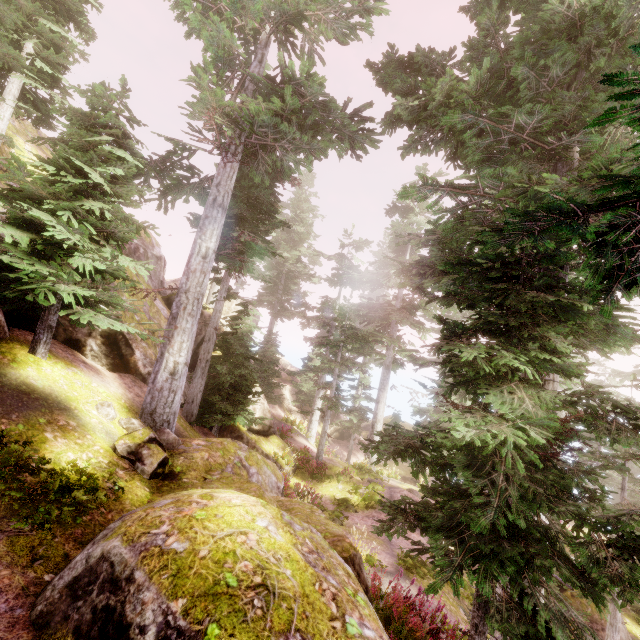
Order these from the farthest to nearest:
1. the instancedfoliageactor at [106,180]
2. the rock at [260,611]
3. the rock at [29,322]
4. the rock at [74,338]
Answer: the rock at [74,338], the rock at [29,322], the instancedfoliageactor at [106,180], the rock at [260,611]

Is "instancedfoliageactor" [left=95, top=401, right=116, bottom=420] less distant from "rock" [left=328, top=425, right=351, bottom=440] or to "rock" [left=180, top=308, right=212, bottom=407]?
"rock" [left=180, top=308, right=212, bottom=407]

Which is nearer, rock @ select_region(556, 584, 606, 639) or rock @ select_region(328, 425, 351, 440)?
rock @ select_region(556, 584, 606, 639)

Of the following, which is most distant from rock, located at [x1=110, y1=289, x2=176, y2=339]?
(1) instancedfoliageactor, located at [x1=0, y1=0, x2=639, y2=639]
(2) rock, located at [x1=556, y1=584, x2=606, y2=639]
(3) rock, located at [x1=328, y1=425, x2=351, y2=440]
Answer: (2) rock, located at [x1=556, y1=584, x2=606, y2=639]

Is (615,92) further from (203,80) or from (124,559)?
(124,559)

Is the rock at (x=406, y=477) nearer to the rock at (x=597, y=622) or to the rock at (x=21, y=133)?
the rock at (x=597, y=622)

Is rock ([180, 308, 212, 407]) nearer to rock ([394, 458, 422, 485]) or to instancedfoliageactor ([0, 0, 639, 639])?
instancedfoliageactor ([0, 0, 639, 639])
